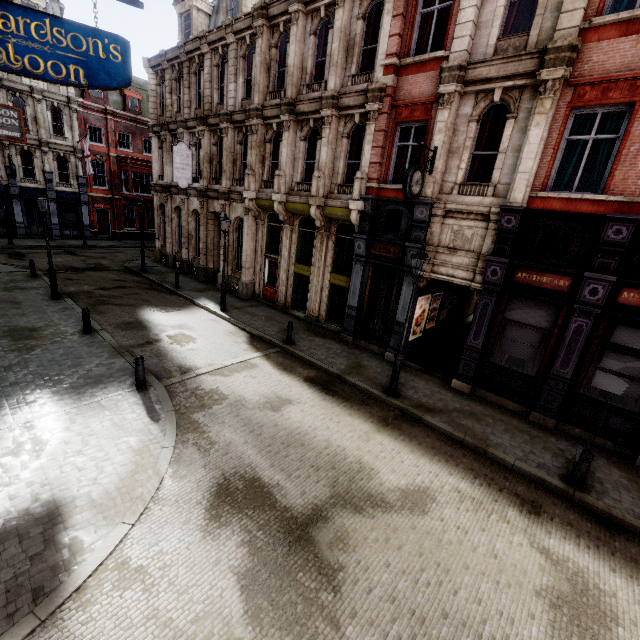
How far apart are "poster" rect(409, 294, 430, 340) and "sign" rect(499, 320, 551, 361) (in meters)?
3.21

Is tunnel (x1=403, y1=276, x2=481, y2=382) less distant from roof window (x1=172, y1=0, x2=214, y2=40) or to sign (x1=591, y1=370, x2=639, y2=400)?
sign (x1=591, y1=370, x2=639, y2=400)

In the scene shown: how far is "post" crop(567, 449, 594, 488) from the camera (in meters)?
7.34

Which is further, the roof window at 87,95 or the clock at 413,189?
the roof window at 87,95

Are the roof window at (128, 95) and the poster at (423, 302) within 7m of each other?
no

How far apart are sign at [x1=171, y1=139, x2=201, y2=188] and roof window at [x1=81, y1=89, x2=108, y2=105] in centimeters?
2092cm

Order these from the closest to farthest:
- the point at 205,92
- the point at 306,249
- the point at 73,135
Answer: the point at 306,249 → the point at 205,92 → the point at 73,135

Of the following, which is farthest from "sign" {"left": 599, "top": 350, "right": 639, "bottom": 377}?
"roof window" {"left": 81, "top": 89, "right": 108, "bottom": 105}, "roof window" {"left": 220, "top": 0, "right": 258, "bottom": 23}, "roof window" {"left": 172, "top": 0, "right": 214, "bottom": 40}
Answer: "roof window" {"left": 81, "top": 89, "right": 108, "bottom": 105}
